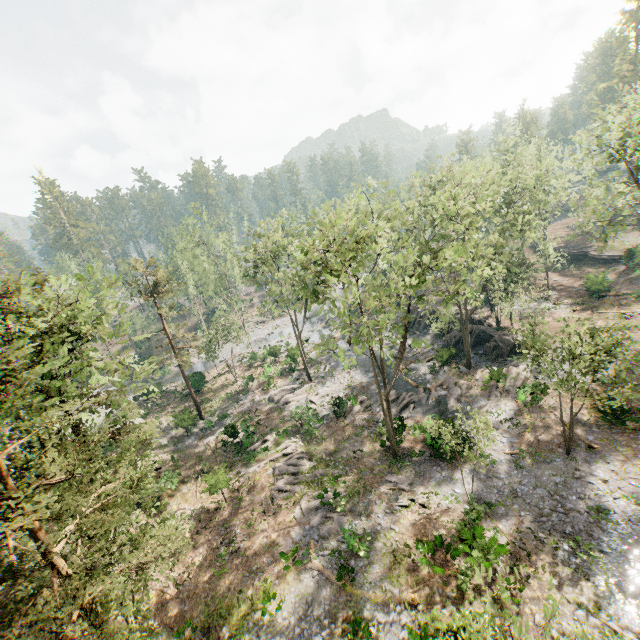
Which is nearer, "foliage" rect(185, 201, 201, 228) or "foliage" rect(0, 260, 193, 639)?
"foliage" rect(0, 260, 193, 639)

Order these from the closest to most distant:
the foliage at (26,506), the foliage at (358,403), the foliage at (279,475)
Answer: the foliage at (26,506) < the foliage at (279,475) < the foliage at (358,403)

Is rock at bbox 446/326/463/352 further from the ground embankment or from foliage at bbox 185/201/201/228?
the ground embankment

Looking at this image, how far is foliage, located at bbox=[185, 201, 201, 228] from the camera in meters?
42.0

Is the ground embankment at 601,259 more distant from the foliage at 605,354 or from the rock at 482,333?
the rock at 482,333

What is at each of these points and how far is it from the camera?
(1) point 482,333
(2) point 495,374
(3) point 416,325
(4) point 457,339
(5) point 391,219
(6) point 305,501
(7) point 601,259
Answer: (1) rock, 34.8 meters
(2) foliage, 28.6 meters
(3) rock, 43.3 meters
(4) rock, 36.5 meters
(5) foliage, 21.7 meters
(6) foliage, 22.2 meters
(7) ground embankment, 45.3 meters

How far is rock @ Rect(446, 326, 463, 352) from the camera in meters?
35.6
